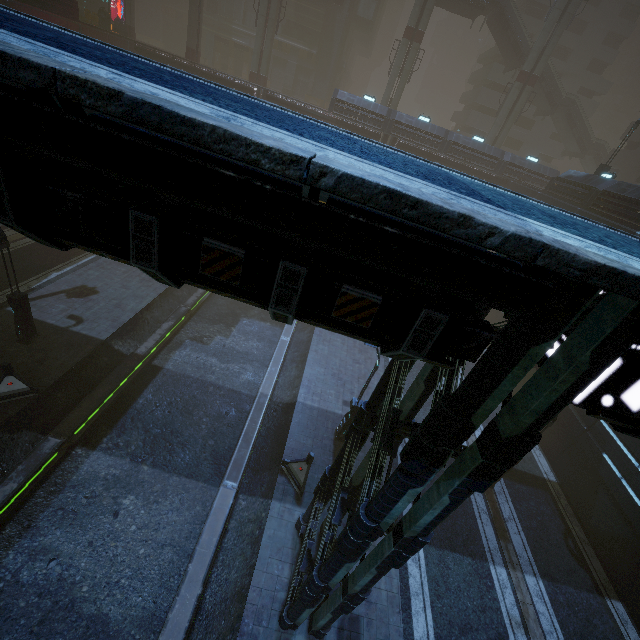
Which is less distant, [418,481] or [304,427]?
[418,481]

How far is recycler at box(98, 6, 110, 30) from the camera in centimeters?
3102cm

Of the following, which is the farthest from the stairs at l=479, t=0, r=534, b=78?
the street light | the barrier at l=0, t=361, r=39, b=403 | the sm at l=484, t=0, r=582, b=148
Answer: the barrier at l=0, t=361, r=39, b=403

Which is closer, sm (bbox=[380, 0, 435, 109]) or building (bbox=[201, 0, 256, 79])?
sm (bbox=[380, 0, 435, 109])

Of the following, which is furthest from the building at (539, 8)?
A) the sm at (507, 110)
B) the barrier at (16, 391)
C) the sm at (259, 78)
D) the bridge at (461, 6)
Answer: the barrier at (16, 391)

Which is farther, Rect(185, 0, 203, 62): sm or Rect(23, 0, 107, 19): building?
Rect(185, 0, 203, 62): sm

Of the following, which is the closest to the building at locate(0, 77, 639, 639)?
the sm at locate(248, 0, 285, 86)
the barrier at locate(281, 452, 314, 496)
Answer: the barrier at locate(281, 452, 314, 496)

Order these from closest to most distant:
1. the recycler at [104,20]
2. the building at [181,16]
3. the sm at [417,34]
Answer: the recycler at [104,20] < the sm at [417,34] < the building at [181,16]
